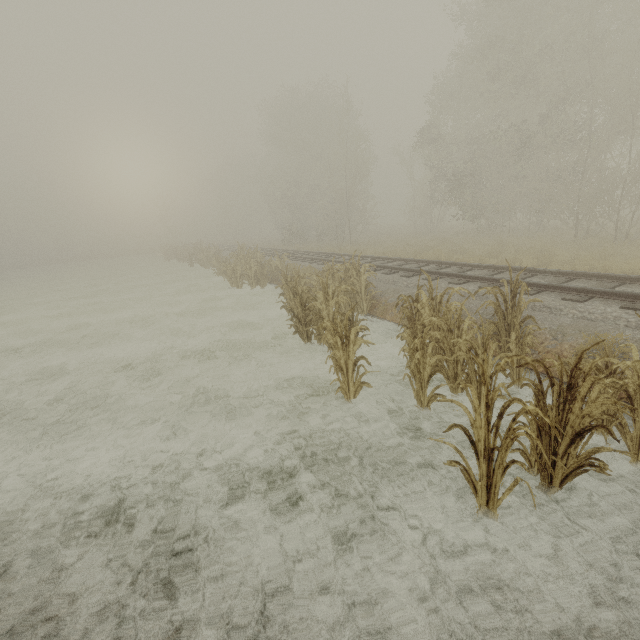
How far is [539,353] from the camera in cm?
586
